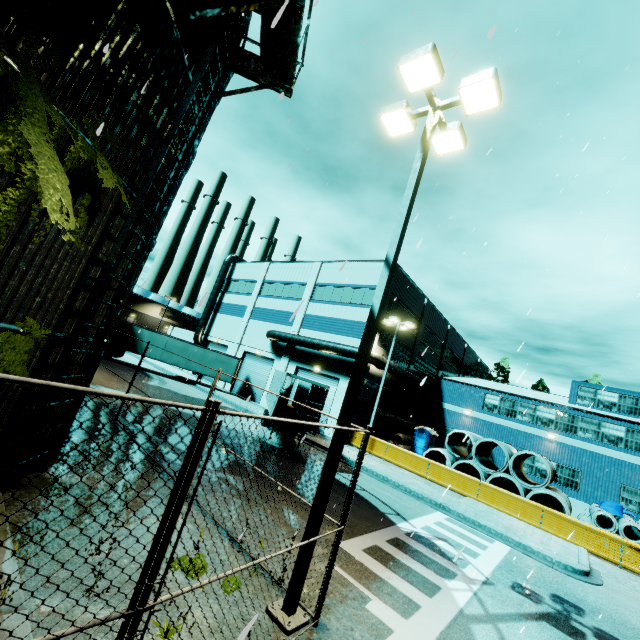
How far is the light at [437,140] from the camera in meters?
5.8 m

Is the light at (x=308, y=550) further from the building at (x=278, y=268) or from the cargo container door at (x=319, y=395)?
the cargo container door at (x=319, y=395)

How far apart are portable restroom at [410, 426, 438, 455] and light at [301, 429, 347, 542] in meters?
22.7

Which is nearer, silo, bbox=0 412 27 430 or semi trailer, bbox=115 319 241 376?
silo, bbox=0 412 27 430

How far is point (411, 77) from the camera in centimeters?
636cm

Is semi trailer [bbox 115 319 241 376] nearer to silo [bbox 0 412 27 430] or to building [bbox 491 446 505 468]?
silo [bbox 0 412 27 430]

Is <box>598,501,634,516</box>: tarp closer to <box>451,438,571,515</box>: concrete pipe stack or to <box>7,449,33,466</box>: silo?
<box>451,438,571,515</box>: concrete pipe stack

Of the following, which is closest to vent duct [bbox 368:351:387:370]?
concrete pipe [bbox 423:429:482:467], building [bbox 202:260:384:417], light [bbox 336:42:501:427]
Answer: building [bbox 202:260:384:417]
